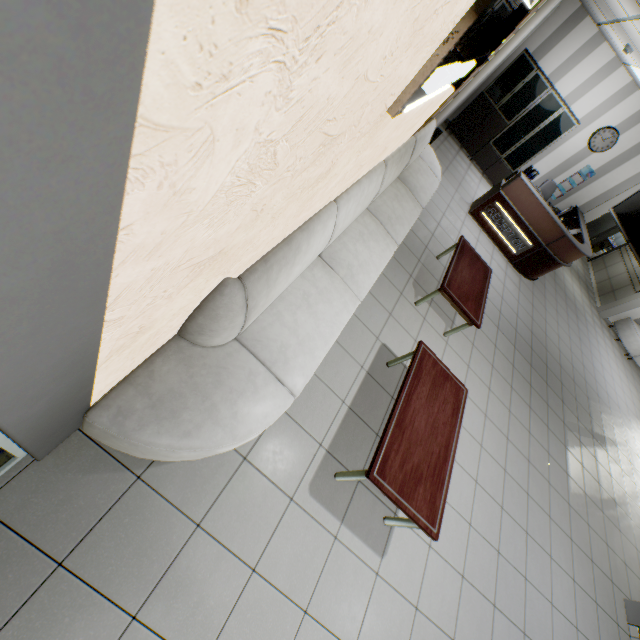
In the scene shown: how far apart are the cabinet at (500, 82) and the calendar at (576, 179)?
1.10m

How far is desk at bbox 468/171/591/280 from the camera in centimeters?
662cm

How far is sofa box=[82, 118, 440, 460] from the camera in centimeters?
168cm

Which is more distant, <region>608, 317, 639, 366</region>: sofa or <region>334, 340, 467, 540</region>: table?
<region>608, 317, 639, 366</region>: sofa

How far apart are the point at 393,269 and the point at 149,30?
4.5 meters

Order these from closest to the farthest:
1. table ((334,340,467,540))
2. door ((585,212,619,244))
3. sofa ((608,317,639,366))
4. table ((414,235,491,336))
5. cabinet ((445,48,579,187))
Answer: table ((334,340,467,540)) < table ((414,235,491,336)) < cabinet ((445,48,579,187)) < sofa ((608,317,639,366)) < door ((585,212,619,244))

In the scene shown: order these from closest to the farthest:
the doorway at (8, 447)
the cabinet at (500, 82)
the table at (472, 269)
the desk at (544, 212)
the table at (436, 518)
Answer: the doorway at (8, 447) → the table at (436, 518) → the table at (472, 269) → the desk at (544, 212) → the cabinet at (500, 82)

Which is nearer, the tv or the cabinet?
the tv
